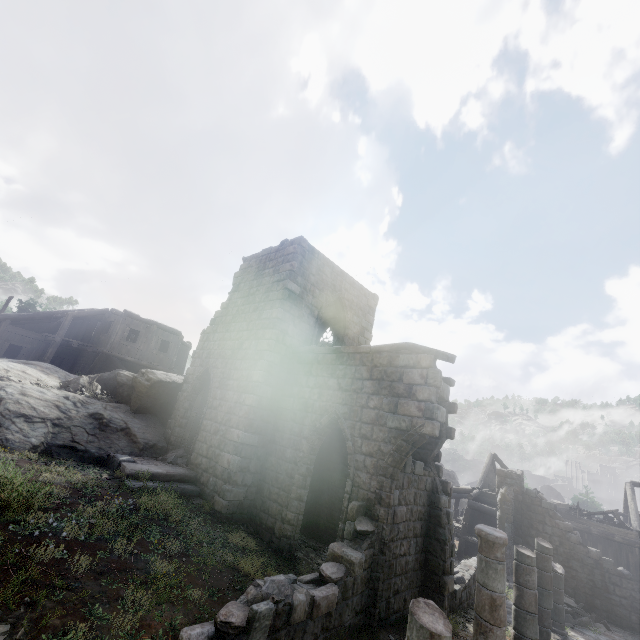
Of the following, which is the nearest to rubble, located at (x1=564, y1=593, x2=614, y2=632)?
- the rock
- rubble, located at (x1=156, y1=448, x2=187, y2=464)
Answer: rubble, located at (x1=156, y1=448, x2=187, y2=464)

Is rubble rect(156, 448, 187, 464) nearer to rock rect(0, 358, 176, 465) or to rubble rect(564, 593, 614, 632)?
rock rect(0, 358, 176, 465)

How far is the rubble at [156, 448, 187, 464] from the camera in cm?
1253

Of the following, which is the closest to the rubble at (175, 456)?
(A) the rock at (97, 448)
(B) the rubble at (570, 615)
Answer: (A) the rock at (97, 448)

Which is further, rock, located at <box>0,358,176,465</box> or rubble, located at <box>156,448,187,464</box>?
rubble, located at <box>156,448,187,464</box>

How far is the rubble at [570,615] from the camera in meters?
13.5 m

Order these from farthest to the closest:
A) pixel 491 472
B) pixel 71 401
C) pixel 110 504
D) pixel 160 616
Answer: pixel 491 472 → pixel 71 401 → pixel 110 504 → pixel 160 616

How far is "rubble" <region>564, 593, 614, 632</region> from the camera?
13.5m
